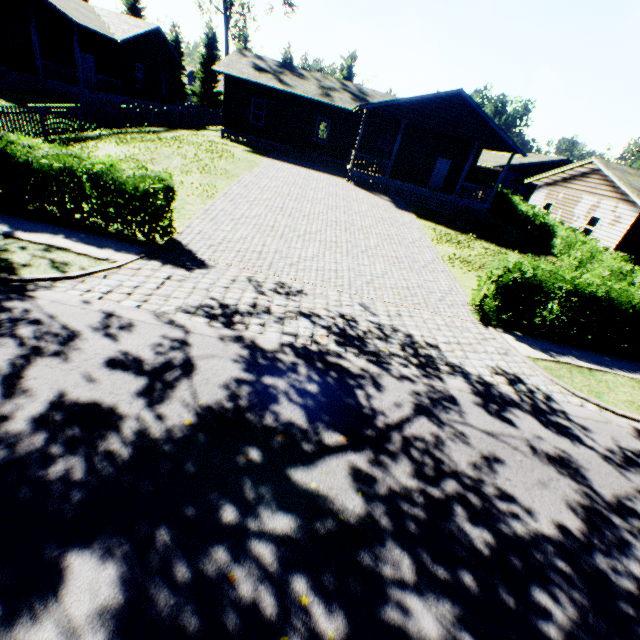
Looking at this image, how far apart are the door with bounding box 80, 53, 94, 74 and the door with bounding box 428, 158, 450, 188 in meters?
27.4

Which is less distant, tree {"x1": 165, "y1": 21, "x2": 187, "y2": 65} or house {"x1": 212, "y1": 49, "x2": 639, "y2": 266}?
house {"x1": 212, "y1": 49, "x2": 639, "y2": 266}

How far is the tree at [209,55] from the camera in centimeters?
4734cm

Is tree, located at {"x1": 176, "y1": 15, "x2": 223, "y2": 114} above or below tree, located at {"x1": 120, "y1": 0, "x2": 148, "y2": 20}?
below

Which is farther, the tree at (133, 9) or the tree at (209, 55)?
the tree at (209, 55)

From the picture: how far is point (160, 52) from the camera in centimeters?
2906cm

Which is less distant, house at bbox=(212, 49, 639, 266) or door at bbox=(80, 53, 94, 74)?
house at bbox=(212, 49, 639, 266)

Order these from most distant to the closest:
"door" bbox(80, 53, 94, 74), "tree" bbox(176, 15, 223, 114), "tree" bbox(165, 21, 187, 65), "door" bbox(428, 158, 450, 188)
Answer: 1. "tree" bbox(176, 15, 223, 114)
2. "tree" bbox(165, 21, 187, 65)
3. "door" bbox(428, 158, 450, 188)
4. "door" bbox(80, 53, 94, 74)
